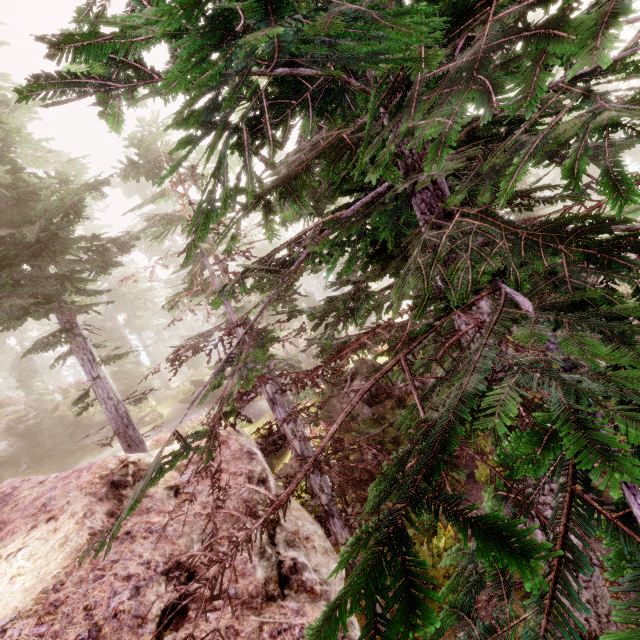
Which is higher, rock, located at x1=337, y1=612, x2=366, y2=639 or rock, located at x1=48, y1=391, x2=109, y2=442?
rock, located at x1=48, y1=391, x2=109, y2=442

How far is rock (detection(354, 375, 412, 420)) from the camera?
18.36m

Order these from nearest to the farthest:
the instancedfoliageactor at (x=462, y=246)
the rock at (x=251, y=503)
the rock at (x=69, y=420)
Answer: the instancedfoliageactor at (x=462, y=246)
the rock at (x=251, y=503)
the rock at (x=69, y=420)

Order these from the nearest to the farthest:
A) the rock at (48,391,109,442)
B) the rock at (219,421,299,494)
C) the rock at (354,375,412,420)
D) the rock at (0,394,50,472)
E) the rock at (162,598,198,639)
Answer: the rock at (162,598,198,639)
the rock at (219,421,299,494)
the rock at (354,375,412,420)
the rock at (0,394,50,472)
the rock at (48,391,109,442)

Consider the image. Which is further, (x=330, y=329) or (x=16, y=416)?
(x=16, y=416)

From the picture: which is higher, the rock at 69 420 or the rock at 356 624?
the rock at 69 420

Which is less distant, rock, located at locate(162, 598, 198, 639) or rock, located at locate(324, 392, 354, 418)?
rock, located at locate(162, 598, 198, 639)
